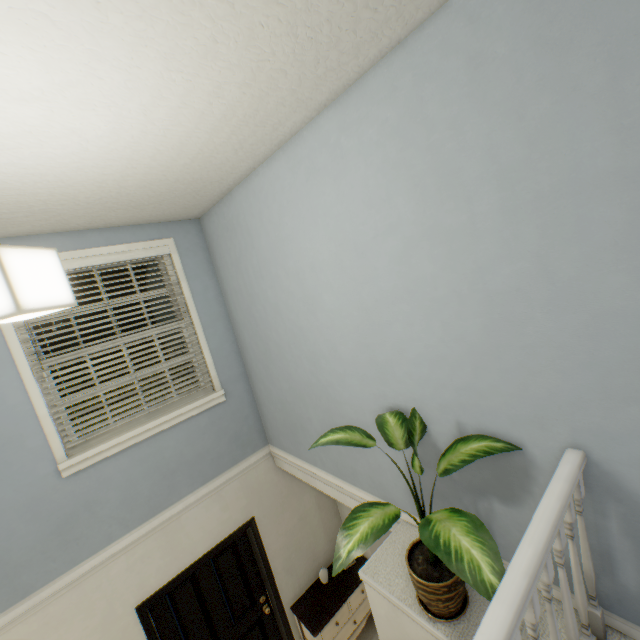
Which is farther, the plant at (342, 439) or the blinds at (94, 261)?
the blinds at (94, 261)

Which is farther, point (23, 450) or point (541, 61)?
point (23, 450)

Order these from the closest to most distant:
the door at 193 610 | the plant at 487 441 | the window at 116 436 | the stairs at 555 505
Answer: the stairs at 555 505
the plant at 487 441
the window at 116 436
the door at 193 610

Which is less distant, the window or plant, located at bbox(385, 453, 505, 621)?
plant, located at bbox(385, 453, 505, 621)

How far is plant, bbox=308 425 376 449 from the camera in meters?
1.5

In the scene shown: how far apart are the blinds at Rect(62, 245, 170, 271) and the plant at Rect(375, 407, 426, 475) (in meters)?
1.80

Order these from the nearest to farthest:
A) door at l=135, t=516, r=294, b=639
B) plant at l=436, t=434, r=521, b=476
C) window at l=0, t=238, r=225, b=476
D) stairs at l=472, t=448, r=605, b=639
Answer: stairs at l=472, t=448, r=605, b=639
plant at l=436, t=434, r=521, b=476
window at l=0, t=238, r=225, b=476
door at l=135, t=516, r=294, b=639
